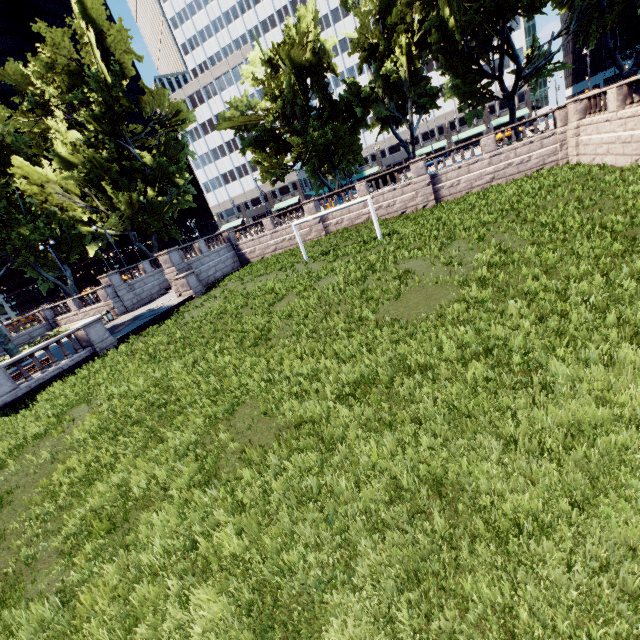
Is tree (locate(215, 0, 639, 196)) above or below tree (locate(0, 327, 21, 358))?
above

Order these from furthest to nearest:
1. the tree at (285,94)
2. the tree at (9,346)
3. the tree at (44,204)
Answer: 1. the tree at (44,204)
2. the tree at (285,94)
3. the tree at (9,346)

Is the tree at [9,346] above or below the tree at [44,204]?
below

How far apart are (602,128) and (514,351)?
21.6m

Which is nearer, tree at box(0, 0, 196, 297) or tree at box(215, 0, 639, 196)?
tree at box(215, 0, 639, 196)
